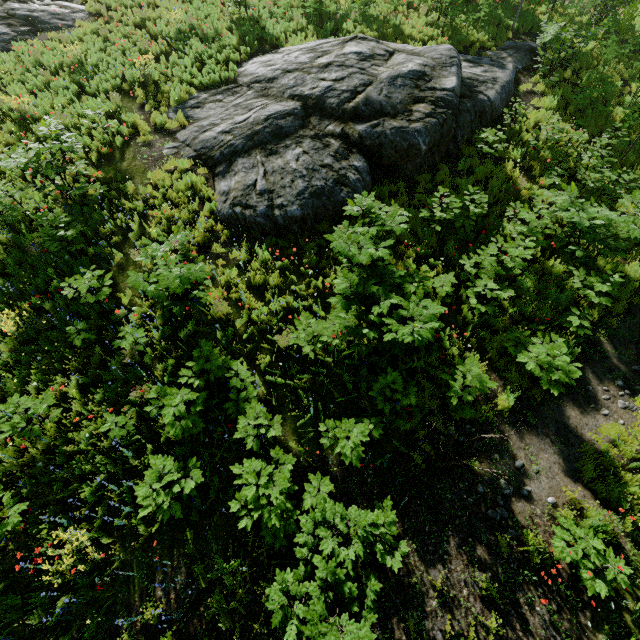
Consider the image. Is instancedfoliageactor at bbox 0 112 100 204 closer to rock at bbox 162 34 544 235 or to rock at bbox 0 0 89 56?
rock at bbox 0 0 89 56

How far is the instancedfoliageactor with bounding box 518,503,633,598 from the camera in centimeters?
471cm

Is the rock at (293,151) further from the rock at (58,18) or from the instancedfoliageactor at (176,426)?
the rock at (58,18)

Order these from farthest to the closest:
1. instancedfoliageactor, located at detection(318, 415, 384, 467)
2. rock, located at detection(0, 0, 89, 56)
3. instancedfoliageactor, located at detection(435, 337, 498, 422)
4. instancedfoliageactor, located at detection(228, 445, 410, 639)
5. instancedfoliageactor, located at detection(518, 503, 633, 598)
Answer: rock, located at detection(0, 0, 89, 56), instancedfoliageactor, located at detection(435, 337, 498, 422), instancedfoliageactor, located at detection(318, 415, 384, 467), instancedfoliageactor, located at detection(518, 503, 633, 598), instancedfoliageactor, located at detection(228, 445, 410, 639)

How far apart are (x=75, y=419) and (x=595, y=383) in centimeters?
1096cm

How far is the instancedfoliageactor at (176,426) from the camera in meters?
5.6 m

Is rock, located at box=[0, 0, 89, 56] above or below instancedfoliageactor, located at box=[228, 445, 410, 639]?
above
